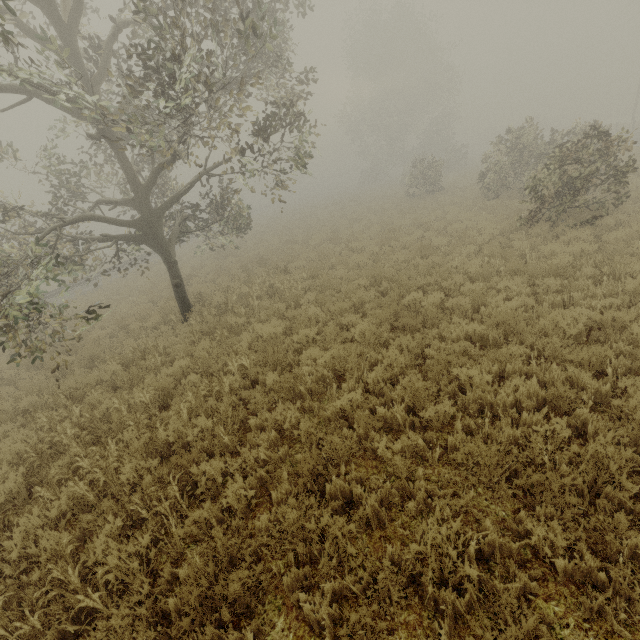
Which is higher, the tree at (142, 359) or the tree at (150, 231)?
the tree at (150, 231)

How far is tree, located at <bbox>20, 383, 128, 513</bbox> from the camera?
4.75m

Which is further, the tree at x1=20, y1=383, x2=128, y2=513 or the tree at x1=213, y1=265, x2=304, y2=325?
the tree at x1=213, y1=265, x2=304, y2=325

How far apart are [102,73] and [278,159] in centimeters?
524cm
